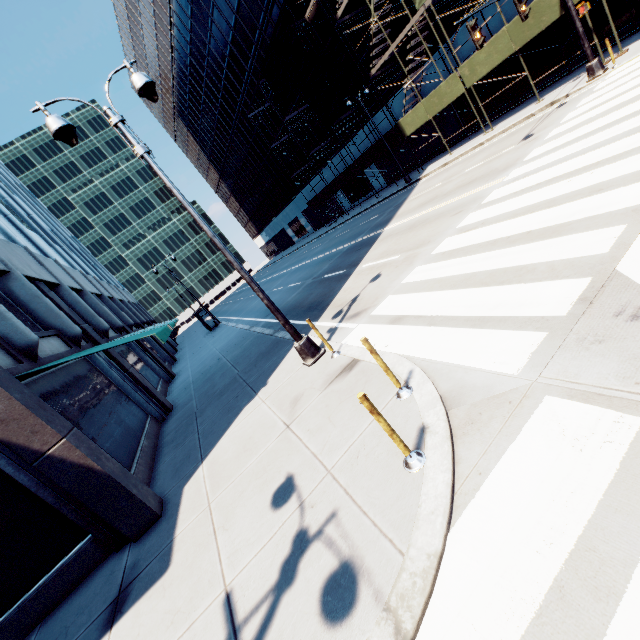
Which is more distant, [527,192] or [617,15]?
[617,15]

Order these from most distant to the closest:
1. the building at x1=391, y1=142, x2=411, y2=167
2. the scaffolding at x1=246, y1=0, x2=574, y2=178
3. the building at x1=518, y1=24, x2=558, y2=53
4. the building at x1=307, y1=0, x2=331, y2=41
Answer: the building at x1=391, y1=142, x2=411, y2=167 → the building at x1=307, y1=0, x2=331, y2=41 → the building at x1=518, y1=24, x2=558, y2=53 → the scaffolding at x1=246, y1=0, x2=574, y2=178

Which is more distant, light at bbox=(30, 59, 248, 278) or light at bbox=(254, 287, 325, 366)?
light at bbox=(254, 287, 325, 366)

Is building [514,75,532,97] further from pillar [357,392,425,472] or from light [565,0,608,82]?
pillar [357,392,425,472]

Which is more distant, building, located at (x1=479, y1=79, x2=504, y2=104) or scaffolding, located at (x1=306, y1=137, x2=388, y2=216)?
scaffolding, located at (x1=306, y1=137, x2=388, y2=216)

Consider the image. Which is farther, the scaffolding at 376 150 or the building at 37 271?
the scaffolding at 376 150

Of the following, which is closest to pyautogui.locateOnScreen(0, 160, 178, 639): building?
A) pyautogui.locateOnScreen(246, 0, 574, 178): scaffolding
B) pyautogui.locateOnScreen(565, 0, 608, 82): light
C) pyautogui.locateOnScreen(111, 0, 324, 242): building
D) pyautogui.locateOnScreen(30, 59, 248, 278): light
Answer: pyautogui.locateOnScreen(30, 59, 248, 278): light

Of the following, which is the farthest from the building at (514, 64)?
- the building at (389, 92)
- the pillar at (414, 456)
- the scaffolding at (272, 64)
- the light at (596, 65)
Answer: the pillar at (414, 456)
